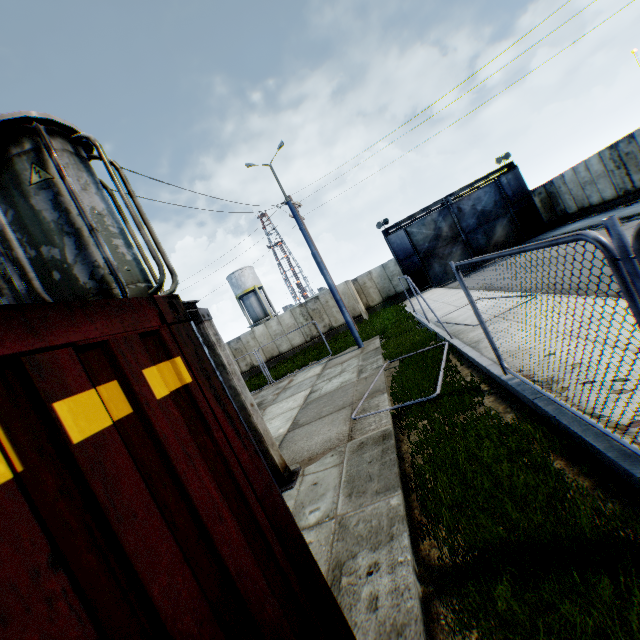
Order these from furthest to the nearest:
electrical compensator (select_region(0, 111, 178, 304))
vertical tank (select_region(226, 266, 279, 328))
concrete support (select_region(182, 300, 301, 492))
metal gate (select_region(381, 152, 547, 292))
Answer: vertical tank (select_region(226, 266, 279, 328))
metal gate (select_region(381, 152, 547, 292))
concrete support (select_region(182, 300, 301, 492))
electrical compensator (select_region(0, 111, 178, 304))

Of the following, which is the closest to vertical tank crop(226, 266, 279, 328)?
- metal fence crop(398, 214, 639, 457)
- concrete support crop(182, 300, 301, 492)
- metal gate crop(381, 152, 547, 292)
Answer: metal gate crop(381, 152, 547, 292)

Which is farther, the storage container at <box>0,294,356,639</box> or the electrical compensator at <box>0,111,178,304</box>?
the electrical compensator at <box>0,111,178,304</box>

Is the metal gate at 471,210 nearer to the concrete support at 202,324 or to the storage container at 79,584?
the concrete support at 202,324

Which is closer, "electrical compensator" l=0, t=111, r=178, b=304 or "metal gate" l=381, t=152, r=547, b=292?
"electrical compensator" l=0, t=111, r=178, b=304

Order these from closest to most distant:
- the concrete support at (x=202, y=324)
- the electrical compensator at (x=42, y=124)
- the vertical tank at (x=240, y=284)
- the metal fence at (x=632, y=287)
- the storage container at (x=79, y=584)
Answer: the storage container at (x=79, y=584), the metal fence at (x=632, y=287), the electrical compensator at (x=42, y=124), the concrete support at (x=202, y=324), the vertical tank at (x=240, y=284)

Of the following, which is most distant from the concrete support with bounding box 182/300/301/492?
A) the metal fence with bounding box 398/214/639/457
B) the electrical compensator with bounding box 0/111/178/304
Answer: the metal fence with bounding box 398/214/639/457

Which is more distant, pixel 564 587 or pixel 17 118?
pixel 17 118
